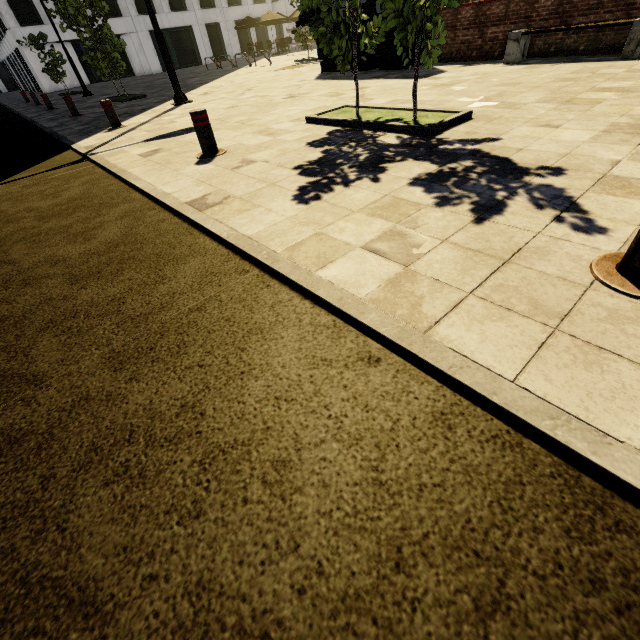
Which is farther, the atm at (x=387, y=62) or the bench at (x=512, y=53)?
the atm at (x=387, y=62)

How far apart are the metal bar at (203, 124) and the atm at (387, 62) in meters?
7.9 m

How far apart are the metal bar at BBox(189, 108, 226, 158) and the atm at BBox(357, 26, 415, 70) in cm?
790

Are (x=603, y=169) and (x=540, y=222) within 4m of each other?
yes

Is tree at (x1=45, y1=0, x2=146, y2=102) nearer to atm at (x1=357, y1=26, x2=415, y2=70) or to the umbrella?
atm at (x1=357, y1=26, x2=415, y2=70)

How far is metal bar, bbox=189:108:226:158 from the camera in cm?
432

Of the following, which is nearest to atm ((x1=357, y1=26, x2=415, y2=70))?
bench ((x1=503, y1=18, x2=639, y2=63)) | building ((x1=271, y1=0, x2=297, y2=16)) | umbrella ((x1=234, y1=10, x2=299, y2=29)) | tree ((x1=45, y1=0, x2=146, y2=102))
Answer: bench ((x1=503, y1=18, x2=639, y2=63))

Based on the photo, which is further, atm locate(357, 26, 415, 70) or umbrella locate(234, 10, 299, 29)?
umbrella locate(234, 10, 299, 29)
